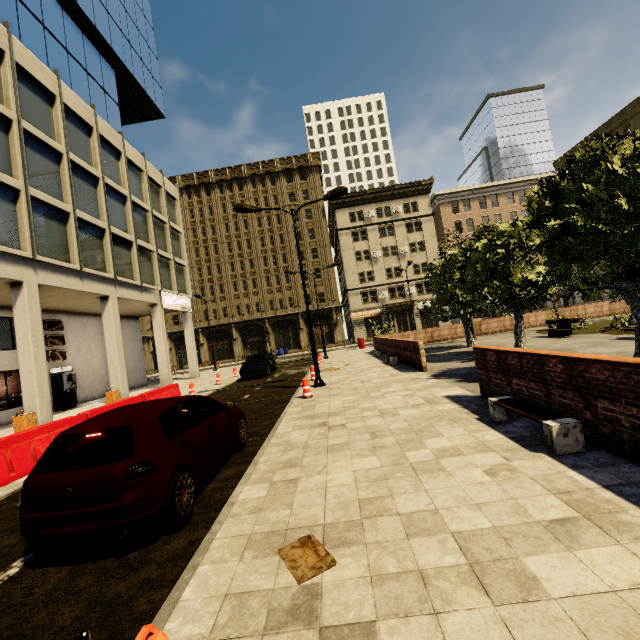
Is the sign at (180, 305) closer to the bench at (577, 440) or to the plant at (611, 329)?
the bench at (577, 440)

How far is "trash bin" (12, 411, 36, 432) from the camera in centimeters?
1213cm

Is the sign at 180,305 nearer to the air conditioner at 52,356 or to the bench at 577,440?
the air conditioner at 52,356

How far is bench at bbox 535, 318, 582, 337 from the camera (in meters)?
16.75

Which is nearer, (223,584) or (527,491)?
(223,584)

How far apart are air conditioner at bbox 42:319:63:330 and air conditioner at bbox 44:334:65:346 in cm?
19

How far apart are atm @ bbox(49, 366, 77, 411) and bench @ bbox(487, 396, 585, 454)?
21.7 meters

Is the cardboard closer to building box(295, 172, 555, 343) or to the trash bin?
building box(295, 172, 555, 343)
